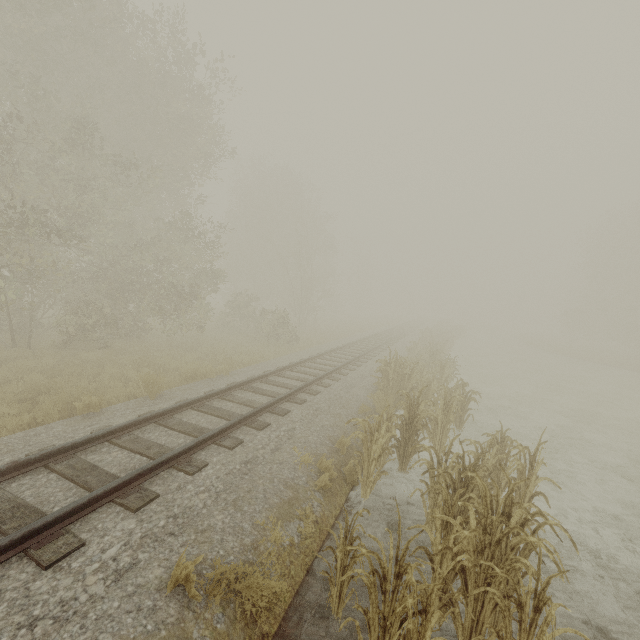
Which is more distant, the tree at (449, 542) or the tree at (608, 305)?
the tree at (608, 305)

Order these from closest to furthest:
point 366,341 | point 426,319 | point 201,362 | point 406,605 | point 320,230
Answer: point 406,605 → point 201,362 → point 366,341 → point 320,230 → point 426,319

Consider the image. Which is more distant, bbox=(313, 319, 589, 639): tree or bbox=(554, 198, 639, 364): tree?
bbox=(554, 198, 639, 364): tree

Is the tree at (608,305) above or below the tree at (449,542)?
above

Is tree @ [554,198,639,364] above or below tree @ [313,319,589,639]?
above
